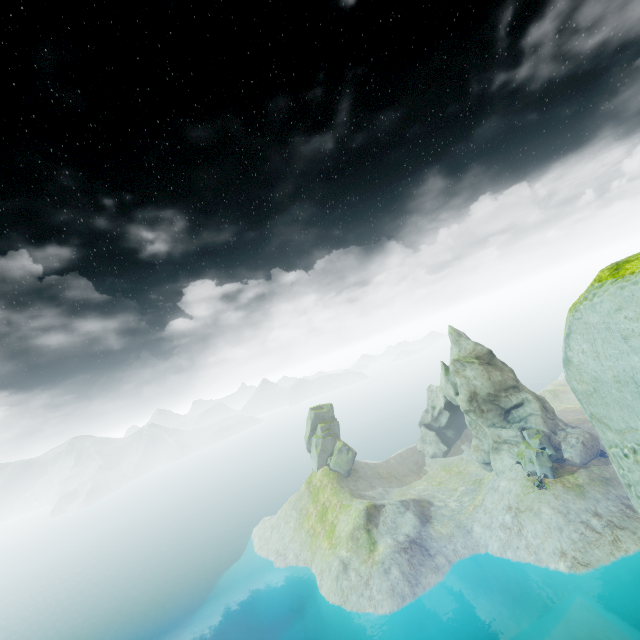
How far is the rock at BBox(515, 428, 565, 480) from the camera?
51.7m

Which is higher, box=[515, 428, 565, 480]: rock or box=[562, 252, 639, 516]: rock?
box=[562, 252, 639, 516]: rock

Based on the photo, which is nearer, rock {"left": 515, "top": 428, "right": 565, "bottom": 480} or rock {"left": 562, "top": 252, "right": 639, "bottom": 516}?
rock {"left": 562, "top": 252, "right": 639, "bottom": 516}

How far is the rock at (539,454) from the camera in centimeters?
5171cm

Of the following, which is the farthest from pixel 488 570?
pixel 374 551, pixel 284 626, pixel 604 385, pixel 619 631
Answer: pixel 604 385

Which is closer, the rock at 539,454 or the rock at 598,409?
the rock at 598,409
